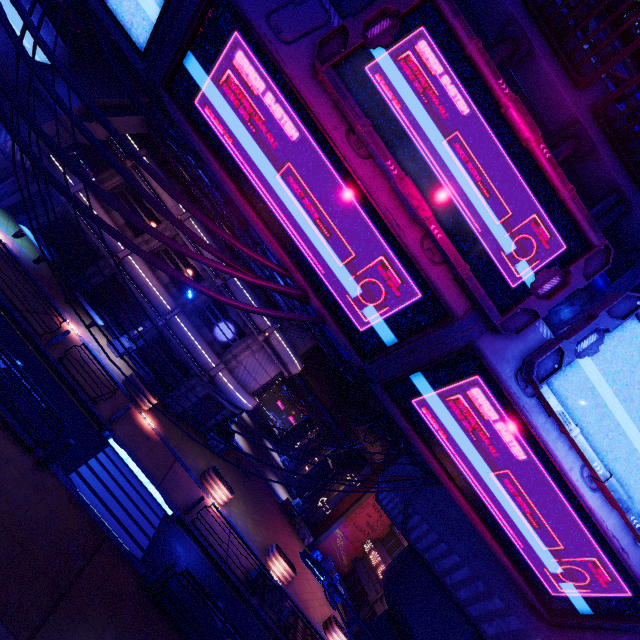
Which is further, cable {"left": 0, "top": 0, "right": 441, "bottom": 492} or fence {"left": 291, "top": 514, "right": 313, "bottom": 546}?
fence {"left": 291, "top": 514, "right": 313, "bottom": 546}

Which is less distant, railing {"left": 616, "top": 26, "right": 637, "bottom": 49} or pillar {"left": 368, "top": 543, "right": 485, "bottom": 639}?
railing {"left": 616, "top": 26, "right": 637, "bottom": 49}

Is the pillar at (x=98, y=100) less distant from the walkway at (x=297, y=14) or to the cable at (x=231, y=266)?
the walkway at (x=297, y=14)

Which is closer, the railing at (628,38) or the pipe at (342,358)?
the railing at (628,38)

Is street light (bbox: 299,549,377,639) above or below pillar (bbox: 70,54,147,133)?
below

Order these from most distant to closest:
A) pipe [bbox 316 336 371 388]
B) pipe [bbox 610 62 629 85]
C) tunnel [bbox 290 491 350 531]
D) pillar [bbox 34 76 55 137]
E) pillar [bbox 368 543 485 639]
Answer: tunnel [bbox 290 491 350 531] → pillar [bbox 34 76 55 137] → pipe [bbox 316 336 371 388] → pipe [bbox 610 62 629 85] → pillar [bbox 368 543 485 639]

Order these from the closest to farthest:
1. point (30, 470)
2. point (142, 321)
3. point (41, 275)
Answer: point (30, 470) → point (41, 275) → point (142, 321)

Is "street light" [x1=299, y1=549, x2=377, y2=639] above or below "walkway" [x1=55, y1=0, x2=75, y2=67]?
below
